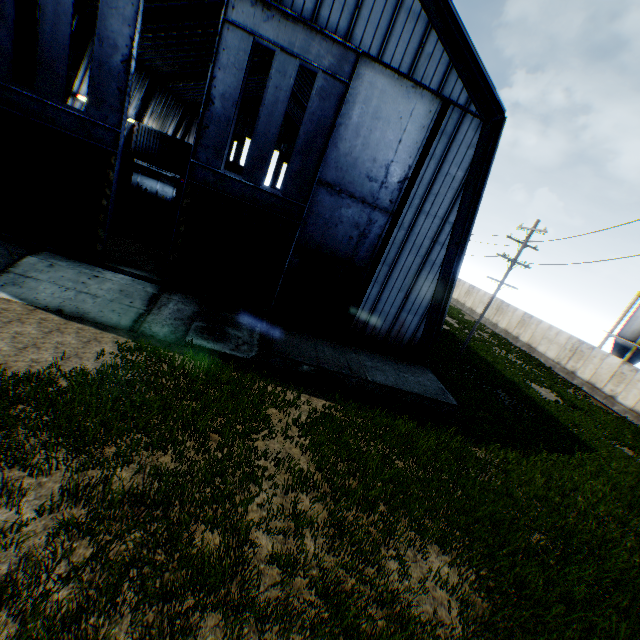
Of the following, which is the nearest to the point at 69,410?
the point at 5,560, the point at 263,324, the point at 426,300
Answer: the point at 5,560

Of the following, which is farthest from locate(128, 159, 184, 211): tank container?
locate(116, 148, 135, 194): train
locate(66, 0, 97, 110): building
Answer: locate(66, 0, 97, 110): building

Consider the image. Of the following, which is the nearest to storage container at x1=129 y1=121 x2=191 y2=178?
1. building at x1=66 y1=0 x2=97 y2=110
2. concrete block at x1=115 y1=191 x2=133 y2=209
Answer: building at x1=66 y1=0 x2=97 y2=110

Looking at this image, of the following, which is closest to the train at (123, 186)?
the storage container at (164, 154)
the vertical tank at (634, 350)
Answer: the storage container at (164, 154)

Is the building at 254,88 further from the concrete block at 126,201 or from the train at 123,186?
the concrete block at 126,201

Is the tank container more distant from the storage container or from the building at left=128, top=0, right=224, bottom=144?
the storage container

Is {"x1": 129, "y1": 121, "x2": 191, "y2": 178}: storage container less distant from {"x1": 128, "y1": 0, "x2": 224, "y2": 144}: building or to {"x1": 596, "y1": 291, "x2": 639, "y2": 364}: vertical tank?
{"x1": 128, "y1": 0, "x2": 224, "y2": 144}: building

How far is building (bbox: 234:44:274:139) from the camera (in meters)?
32.33
